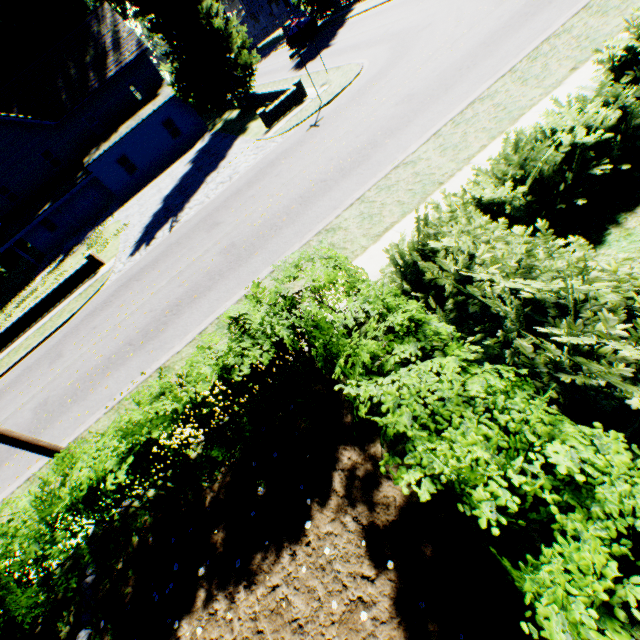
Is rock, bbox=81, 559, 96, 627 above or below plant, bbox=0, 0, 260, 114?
below

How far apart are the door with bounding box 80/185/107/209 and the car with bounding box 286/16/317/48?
25.5 meters

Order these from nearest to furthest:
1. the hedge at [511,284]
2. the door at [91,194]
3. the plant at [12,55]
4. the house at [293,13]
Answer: the hedge at [511,284] → the plant at [12,55] → the door at [91,194] → the house at [293,13]

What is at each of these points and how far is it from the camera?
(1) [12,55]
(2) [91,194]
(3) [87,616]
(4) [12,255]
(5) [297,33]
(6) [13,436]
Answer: (1) plant, 35.0 meters
(2) door, 31.6 meters
(3) rock, 4.8 meters
(4) hedge, 42.6 meters
(5) car, 32.8 meters
(6) power line pole, 5.0 meters

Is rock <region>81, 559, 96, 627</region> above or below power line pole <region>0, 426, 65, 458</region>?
below

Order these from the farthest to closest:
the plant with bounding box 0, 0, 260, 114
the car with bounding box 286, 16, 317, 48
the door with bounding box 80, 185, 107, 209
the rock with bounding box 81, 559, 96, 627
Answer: the car with bounding box 286, 16, 317, 48 → the door with bounding box 80, 185, 107, 209 → the plant with bounding box 0, 0, 260, 114 → the rock with bounding box 81, 559, 96, 627

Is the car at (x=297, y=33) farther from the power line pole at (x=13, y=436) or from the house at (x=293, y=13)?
the power line pole at (x=13, y=436)

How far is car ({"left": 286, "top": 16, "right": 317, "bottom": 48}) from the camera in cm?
3197
